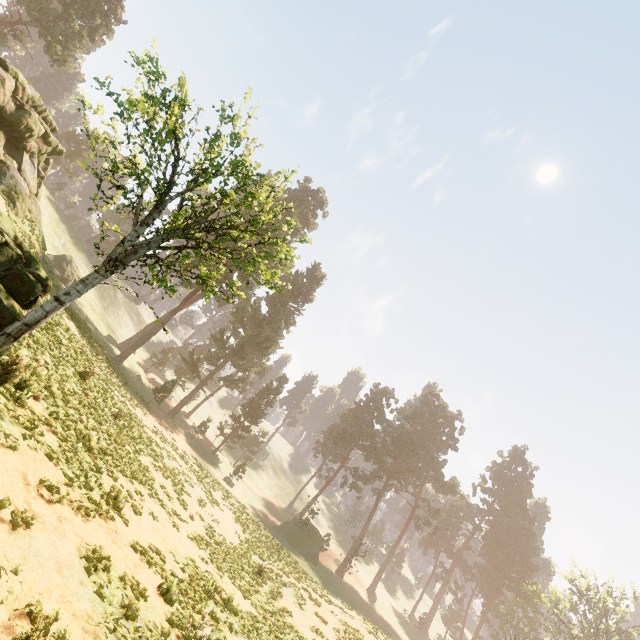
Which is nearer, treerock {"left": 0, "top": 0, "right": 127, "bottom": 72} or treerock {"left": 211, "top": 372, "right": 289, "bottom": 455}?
treerock {"left": 0, "top": 0, "right": 127, "bottom": 72}

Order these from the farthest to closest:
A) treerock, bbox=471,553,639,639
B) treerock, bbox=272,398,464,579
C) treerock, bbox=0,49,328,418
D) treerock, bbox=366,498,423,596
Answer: treerock, bbox=366,498,423,596 → treerock, bbox=471,553,639,639 → treerock, bbox=272,398,464,579 → treerock, bbox=0,49,328,418

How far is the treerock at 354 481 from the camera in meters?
41.9 m

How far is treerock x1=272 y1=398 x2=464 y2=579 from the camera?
41.9 meters

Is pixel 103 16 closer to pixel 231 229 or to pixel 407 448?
pixel 231 229

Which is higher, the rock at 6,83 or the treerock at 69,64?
the treerock at 69,64
